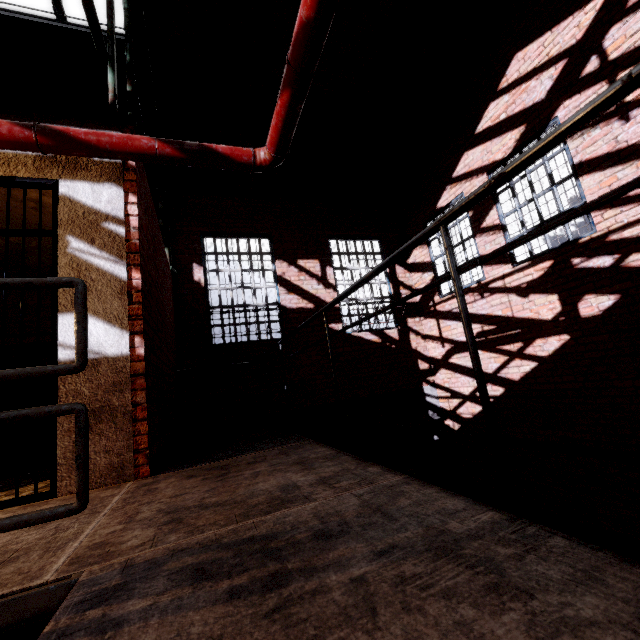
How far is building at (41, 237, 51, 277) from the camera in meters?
4.4

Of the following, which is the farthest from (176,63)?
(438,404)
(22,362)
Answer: (438,404)

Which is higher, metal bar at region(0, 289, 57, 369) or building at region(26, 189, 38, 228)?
building at region(26, 189, 38, 228)

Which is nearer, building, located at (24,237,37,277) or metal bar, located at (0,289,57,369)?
metal bar, located at (0,289,57,369)

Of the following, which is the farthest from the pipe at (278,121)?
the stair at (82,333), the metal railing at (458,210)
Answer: the stair at (82,333)

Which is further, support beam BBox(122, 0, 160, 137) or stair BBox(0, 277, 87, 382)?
support beam BBox(122, 0, 160, 137)

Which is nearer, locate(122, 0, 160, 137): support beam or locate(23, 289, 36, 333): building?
locate(122, 0, 160, 137): support beam

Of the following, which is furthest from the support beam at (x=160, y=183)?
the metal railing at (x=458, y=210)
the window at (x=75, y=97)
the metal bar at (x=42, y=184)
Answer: the metal railing at (x=458, y=210)
